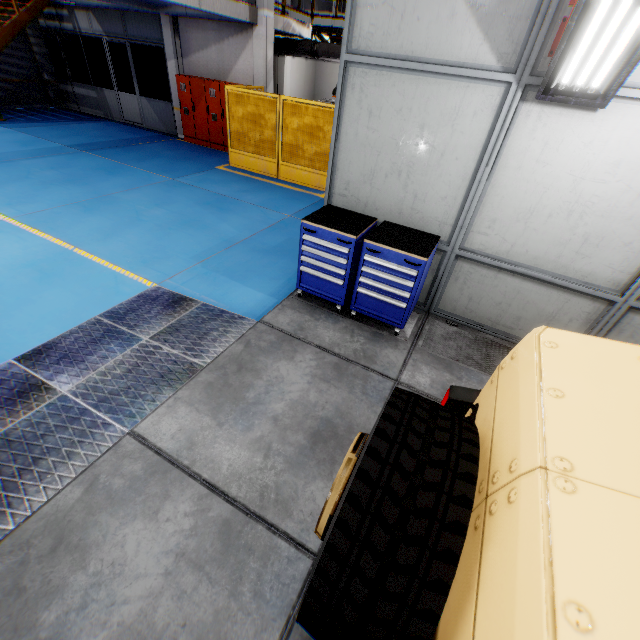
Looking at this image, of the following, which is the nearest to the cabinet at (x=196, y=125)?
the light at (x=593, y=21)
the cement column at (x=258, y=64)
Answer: the cement column at (x=258, y=64)

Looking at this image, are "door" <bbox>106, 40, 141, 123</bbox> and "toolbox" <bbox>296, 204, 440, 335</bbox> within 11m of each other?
no

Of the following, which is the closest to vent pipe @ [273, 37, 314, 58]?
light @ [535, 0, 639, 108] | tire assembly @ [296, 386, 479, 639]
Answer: light @ [535, 0, 639, 108]

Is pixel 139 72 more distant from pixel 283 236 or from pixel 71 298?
pixel 71 298

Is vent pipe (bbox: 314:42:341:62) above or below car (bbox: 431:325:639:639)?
above

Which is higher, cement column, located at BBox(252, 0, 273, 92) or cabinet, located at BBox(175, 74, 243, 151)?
cement column, located at BBox(252, 0, 273, 92)

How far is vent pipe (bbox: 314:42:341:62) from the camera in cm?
1209

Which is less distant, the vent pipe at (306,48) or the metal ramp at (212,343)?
the metal ramp at (212,343)
